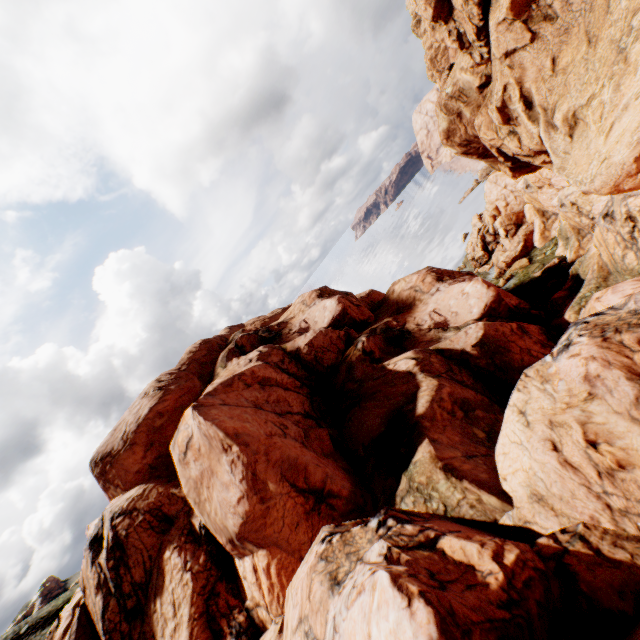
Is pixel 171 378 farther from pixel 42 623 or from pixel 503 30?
pixel 42 623
